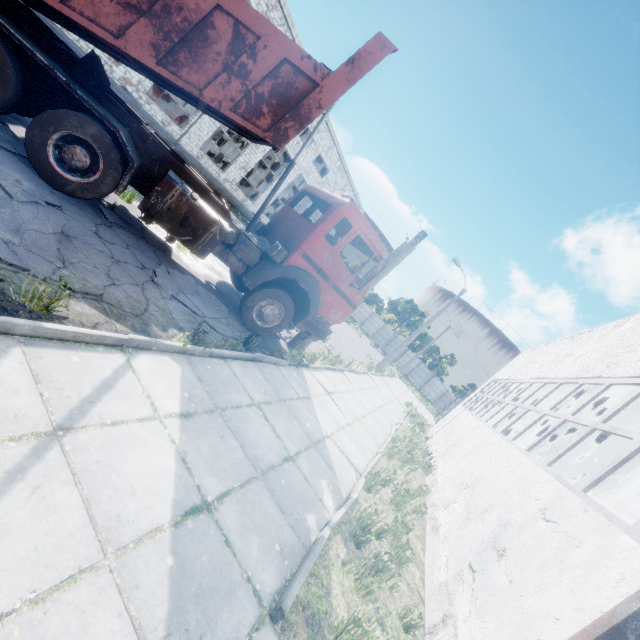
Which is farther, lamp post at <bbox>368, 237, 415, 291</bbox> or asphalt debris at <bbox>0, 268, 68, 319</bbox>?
lamp post at <bbox>368, 237, 415, 291</bbox>

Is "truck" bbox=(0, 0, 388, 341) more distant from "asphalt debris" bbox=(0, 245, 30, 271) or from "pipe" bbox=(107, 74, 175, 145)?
"pipe" bbox=(107, 74, 175, 145)

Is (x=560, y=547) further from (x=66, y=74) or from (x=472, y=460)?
(x=66, y=74)

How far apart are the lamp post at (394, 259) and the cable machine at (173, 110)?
19.87m

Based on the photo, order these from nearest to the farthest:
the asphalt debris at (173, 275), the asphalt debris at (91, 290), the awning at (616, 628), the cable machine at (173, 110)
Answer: the awning at (616, 628) → the asphalt debris at (91, 290) → the asphalt debris at (173, 275) → the cable machine at (173, 110)

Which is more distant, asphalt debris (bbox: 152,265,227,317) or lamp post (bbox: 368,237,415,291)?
lamp post (bbox: 368,237,415,291)

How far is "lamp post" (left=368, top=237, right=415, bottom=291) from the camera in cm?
930

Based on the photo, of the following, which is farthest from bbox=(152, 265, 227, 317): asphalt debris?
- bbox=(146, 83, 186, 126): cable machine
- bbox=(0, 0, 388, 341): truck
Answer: bbox=(146, 83, 186, 126): cable machine
